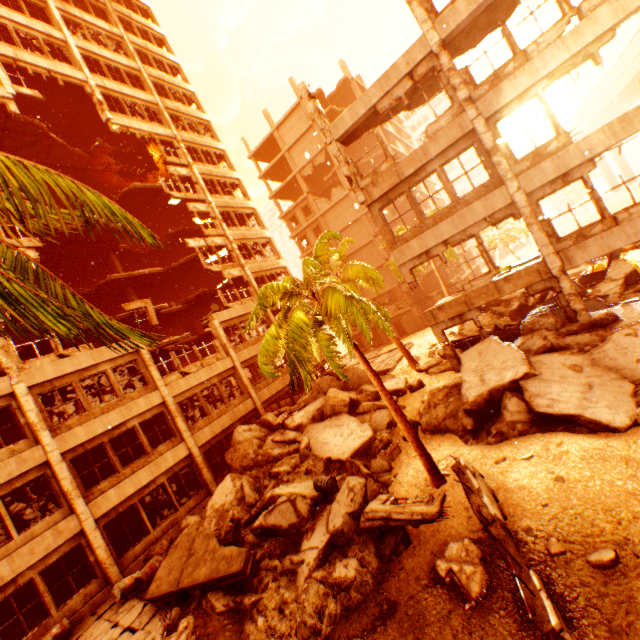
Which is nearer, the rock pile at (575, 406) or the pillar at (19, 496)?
the rock pile at (575, 406)

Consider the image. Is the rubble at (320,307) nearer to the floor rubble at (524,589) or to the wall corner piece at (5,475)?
the floor rubble at (524,589)

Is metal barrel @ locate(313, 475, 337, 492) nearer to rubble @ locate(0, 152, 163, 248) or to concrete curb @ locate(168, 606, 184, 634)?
rubble @ locate(0, 152, 163, 248)

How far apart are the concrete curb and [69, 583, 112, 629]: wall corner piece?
4.7 meters

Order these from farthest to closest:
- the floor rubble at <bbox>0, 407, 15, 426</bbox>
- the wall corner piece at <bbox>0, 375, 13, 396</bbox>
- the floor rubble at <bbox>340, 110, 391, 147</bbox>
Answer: the floor rubble at <bbox>0, 407, 15, 426</bbox>, the floor rubble at <bbox>340, 110, 391, 147</bbox>, the wall corner piece at <bbox>0, 375, 13, 396</bbox>

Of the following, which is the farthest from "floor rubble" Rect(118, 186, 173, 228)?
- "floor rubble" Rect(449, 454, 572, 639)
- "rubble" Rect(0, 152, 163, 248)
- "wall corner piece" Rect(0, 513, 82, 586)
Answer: "floor rubble" Rect(449, 454, 572, 639)

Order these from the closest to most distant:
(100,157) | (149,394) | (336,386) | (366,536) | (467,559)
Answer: (467,559)
(366,536)
(149,394)
(336,386)
(100,157)

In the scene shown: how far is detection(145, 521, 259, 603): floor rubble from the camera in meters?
9.3 m
